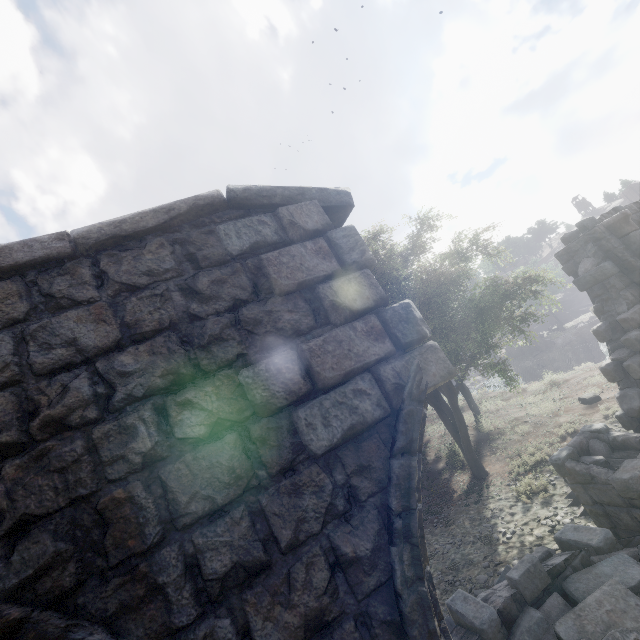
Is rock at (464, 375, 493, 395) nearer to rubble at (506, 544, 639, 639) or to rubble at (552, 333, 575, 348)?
rubble at (552, 333, 575, 348)

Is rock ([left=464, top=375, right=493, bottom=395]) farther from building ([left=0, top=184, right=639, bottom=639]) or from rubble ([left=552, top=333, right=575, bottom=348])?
building ([left=0, top=184, right=639, bottom=639])

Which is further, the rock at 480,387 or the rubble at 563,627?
the rock at 480,387

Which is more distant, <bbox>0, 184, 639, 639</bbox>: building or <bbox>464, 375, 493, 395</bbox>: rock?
<bbox>464, 375, 493, 395</bbox>: rock

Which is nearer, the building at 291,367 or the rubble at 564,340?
the building at 291,367

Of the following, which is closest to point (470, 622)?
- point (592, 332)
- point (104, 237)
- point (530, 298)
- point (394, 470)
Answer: point (394, 470)

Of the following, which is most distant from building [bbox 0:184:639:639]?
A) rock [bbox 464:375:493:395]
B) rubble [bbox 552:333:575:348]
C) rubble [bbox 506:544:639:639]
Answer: rubble [bbox 552:333:575:348]

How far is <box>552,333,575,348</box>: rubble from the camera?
44.24m
